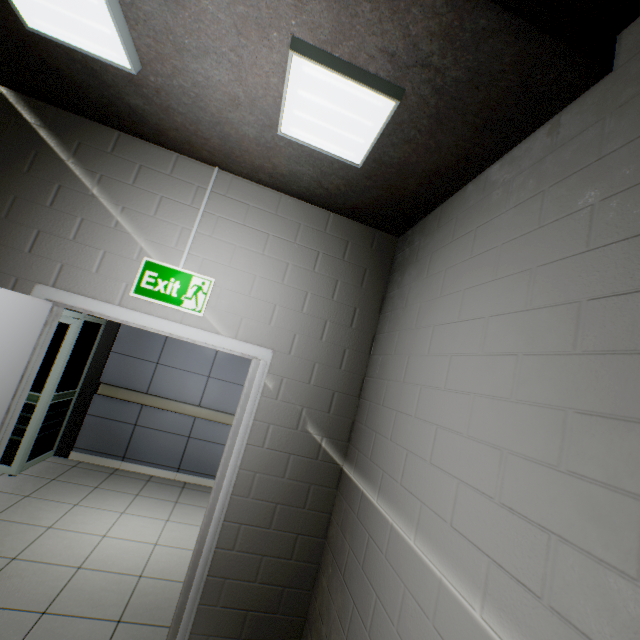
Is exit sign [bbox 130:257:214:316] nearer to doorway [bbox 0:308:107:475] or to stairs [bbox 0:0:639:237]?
stairs [bbox 0:0:639:237]

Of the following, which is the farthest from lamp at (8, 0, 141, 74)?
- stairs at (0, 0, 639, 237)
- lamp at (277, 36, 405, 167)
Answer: lamp at (277, 36, 405, 167)

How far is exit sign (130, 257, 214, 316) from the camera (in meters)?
2.14

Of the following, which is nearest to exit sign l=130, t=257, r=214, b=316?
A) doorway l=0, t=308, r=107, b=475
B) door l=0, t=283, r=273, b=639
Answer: door l=0, t=283, r=273, b=639

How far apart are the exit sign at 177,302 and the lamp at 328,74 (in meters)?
1.04

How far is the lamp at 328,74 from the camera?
1.3 meters

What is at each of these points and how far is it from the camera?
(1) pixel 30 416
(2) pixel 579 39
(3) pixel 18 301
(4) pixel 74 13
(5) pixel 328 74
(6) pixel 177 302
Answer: (1) doorway, 3.9m
(2) stairs, 1.1m
(3) door, 1.8m
(4) lamp, 1.4m
(5) lamp, 1.4m
(6) exit sign, 2.2m

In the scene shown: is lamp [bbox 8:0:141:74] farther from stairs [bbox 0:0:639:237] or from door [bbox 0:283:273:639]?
door [bbox 0:283:273:639]
